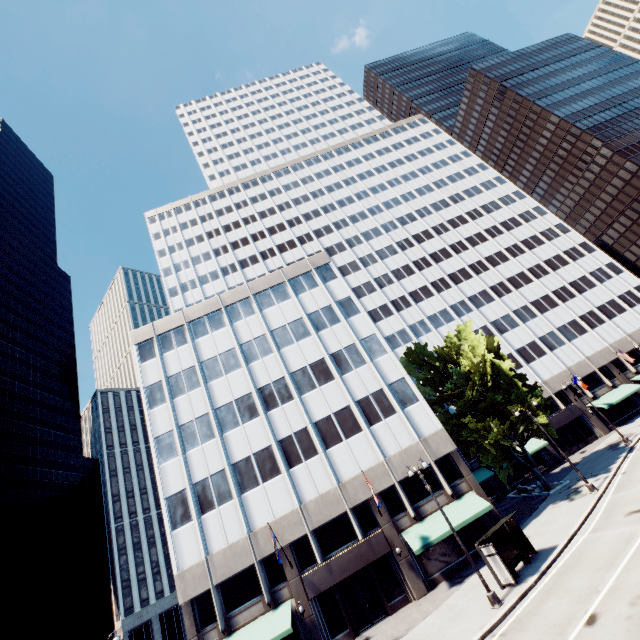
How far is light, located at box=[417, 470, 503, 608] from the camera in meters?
16.3

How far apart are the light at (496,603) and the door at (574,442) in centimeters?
3398cm

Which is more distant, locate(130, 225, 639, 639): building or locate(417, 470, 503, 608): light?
locate(130, 225, 639, 639): building

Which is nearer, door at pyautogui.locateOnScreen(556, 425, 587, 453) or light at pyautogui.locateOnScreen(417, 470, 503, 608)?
light at pyautogui.locateOnScreen(417, 470, 503, 608)

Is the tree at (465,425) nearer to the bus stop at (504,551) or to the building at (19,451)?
the bus stop at (504,551)

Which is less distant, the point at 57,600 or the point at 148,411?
the point at 148,411

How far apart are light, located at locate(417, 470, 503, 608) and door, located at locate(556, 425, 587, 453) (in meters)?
33.98

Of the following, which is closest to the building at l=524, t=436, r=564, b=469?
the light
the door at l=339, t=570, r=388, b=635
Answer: the door at l=339, t=570, r=388, b=635
